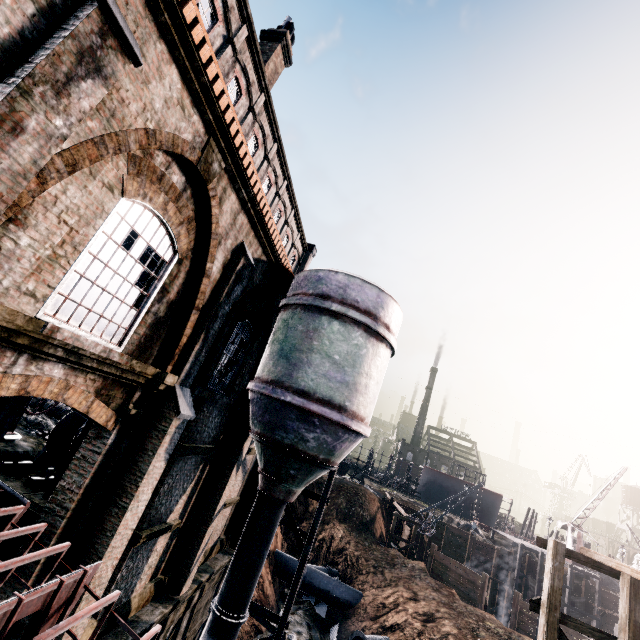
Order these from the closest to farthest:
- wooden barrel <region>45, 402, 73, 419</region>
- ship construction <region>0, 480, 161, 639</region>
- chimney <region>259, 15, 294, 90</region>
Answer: ship construction <region>0, 480, 161, 639</region> → wooden barrel <region>45, 402, 73, 419</region> → chimney <region>259, 15, 294, 90</region>

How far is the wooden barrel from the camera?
16.28m

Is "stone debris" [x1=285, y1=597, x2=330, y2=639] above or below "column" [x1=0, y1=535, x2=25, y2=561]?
below

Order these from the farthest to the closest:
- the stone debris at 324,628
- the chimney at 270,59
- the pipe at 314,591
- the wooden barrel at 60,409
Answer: the pipe at 314,591 < the stone debris at 324,628 < the chimney at 270,59 < the wooden barrel at 60,409

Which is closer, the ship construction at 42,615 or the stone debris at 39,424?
the ship construction at 42,615

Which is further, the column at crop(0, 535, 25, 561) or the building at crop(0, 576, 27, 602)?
the column at crop(0, 535, 25, 561)

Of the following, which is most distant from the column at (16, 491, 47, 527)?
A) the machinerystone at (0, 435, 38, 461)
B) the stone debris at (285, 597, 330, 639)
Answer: the stone debris at (285, 597, 330, 639)

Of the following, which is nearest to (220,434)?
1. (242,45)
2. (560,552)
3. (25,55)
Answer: (25,55)
